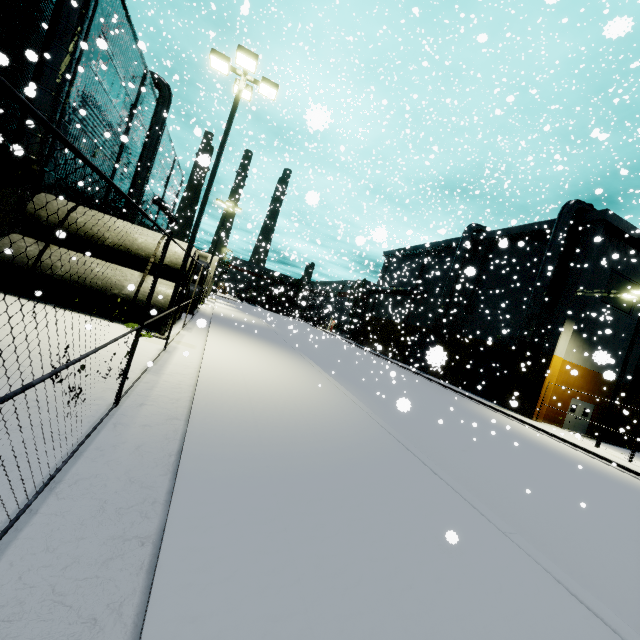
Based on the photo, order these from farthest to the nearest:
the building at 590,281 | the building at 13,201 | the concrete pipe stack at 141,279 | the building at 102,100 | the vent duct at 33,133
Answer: the building at 590,281 < the building at 102,100 < the building at 13,201 < the vent duct at 33,133 < the concrete pipe stack at 141,279

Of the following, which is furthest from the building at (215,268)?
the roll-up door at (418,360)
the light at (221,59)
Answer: the light at (221,59)

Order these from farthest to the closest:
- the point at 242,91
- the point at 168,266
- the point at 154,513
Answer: the point at 168,266 < the point at 242,91 < the point at 154,513

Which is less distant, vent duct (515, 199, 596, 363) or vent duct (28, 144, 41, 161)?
vent duct (28, 144, 41, 161)

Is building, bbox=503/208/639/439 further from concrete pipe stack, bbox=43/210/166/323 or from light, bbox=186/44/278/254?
light, bbox=186/44/278/254

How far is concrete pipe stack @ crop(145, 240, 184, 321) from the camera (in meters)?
11.90

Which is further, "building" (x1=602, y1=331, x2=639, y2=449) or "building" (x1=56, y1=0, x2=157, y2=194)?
"building" (x1=602, y1=331, x2=639, y2=449)

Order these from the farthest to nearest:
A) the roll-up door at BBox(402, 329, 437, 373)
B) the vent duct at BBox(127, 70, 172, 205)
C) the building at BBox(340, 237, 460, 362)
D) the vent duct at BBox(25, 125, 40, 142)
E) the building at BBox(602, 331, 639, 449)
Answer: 1. the building at BBox(340, 237, 460, 362)
2. the building at BBox(602, 331, 639, 449)
3. the vent duct at BBox(127, 70, 172, 205)
4. the roll-up door at BBox(402, 329, 437, 373)
5. the vent duct at BBox(25, 125, 40, 142)
